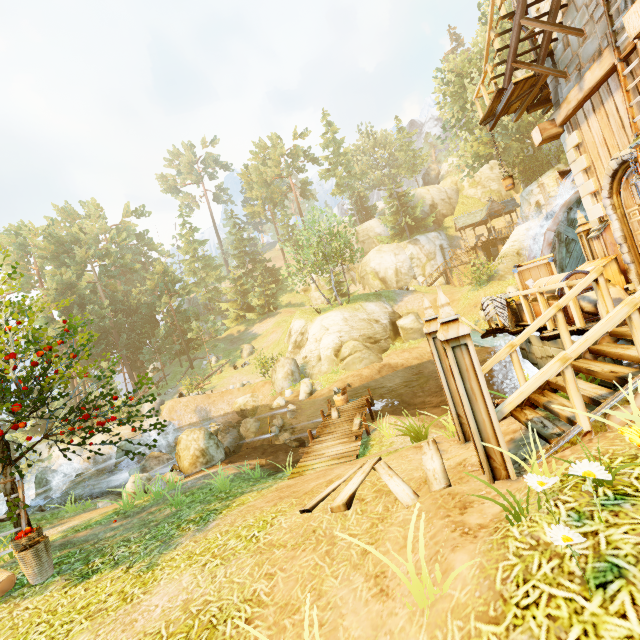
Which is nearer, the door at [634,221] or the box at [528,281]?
the box at [528,281]

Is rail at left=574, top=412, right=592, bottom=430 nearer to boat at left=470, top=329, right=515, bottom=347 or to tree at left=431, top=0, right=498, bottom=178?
tree at left=431, top=0, right=498, bottom=178

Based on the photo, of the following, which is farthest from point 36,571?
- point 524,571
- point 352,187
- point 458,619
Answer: point 352,187

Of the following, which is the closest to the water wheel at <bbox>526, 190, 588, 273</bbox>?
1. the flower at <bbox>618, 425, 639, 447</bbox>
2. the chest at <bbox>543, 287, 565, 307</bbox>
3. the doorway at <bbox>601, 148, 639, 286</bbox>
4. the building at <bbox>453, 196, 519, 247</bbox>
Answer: the doorway at <bbox>601, 148, 639, 286</bbox>

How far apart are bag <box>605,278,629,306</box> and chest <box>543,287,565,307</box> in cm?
4

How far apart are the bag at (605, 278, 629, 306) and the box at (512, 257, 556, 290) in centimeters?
131cm

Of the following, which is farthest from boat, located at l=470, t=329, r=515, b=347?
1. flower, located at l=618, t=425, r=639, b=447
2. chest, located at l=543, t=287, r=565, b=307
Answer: flower, located at l=618, t=425, r=639, b=447

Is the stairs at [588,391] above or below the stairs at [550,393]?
above
